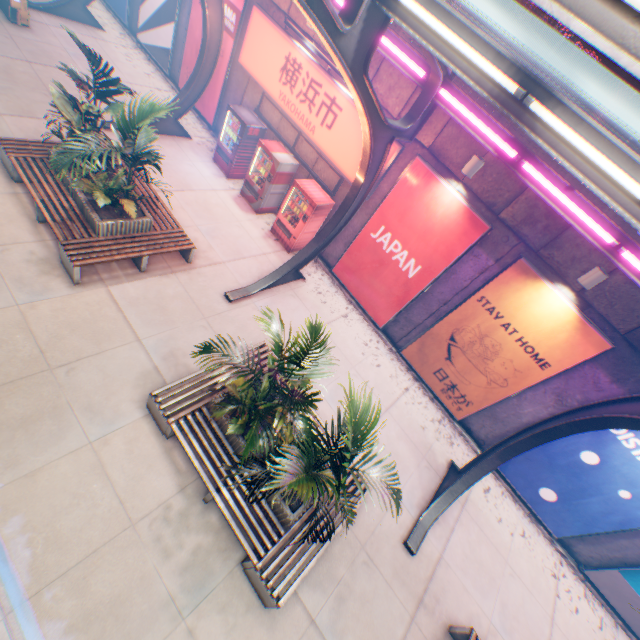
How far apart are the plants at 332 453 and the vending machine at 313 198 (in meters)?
6.53

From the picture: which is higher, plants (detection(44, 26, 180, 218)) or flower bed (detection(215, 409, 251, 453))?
plants (detection(44, 26, 180, 218))

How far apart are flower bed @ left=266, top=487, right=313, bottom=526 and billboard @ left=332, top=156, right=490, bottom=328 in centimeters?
495cm

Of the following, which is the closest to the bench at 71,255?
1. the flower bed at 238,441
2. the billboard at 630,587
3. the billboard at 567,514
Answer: the flower bed at 238,441

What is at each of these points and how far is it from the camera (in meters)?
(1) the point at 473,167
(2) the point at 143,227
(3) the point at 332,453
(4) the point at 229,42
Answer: (1) street lamp, 7.18
(2) flower bed, 7.54
(3) plants, 5.50
(4) billboard, 10.90

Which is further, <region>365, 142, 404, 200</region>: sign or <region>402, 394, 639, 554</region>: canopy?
<region>365, 142, 404, 200</region>: sign

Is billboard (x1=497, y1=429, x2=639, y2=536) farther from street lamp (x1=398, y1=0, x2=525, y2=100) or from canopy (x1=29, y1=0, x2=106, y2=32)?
street lamp (x1=398, y1=0, x2=525, y2=100)

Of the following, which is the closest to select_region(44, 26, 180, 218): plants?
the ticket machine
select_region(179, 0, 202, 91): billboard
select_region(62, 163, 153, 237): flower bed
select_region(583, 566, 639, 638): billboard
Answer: select_region(62, 163, 153, 237): flower bed
